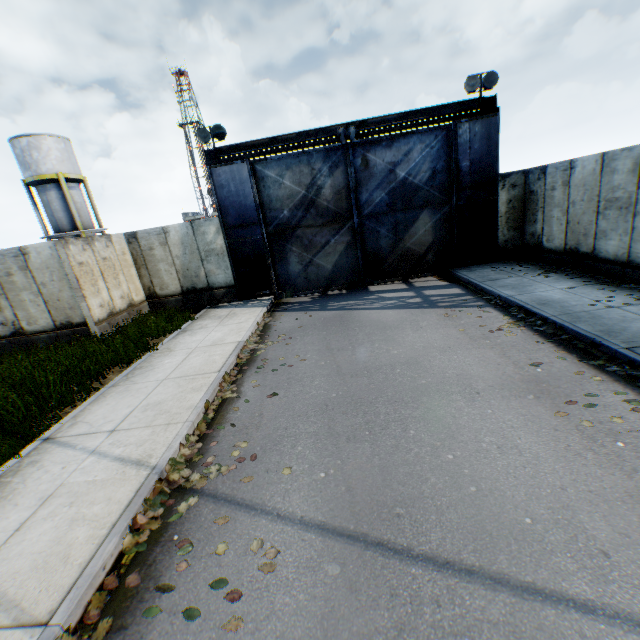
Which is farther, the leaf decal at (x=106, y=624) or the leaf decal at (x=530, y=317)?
the leaf decal at (x=530, y=317)

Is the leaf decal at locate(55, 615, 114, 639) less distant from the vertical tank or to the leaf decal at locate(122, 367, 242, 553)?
the leaf decal at locate(122, 367, 242, 553)

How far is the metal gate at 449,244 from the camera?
12.1 meters

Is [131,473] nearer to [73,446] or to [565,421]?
[73,446]

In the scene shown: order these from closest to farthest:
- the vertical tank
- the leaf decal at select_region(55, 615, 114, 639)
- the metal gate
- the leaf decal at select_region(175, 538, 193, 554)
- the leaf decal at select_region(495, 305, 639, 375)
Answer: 1. the leaf decal at select_region(55, 615, 114, 639)
2. the leaf decal at select_region(175, 538, 193, 554)
3. the leaf decal at select_region(495, 305, 639, 375)
4. the metal gate
5. the vertical tank

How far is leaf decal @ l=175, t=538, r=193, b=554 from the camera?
3.5m

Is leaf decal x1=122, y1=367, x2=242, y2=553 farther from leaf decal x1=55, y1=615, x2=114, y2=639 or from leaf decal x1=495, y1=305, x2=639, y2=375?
leaf decal x1=495, y1=305, x2=639, y2=375

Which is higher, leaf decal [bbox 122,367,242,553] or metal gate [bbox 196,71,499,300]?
metal gate [bbox 196,71,499,300]
